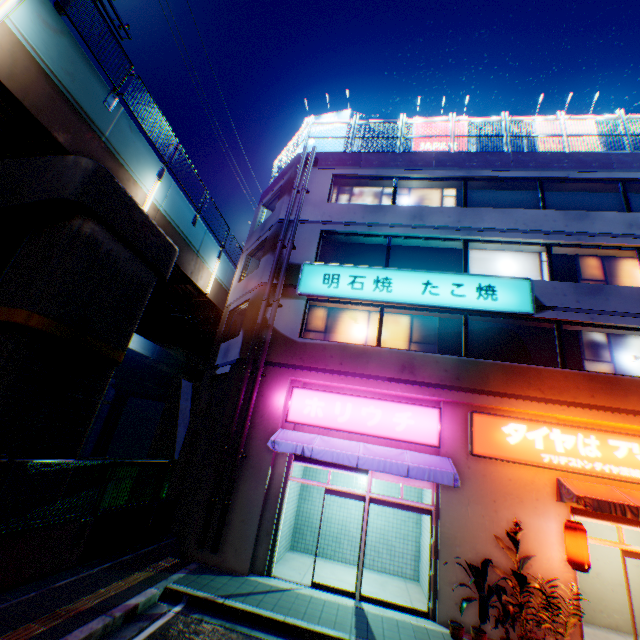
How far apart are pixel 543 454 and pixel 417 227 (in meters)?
8.32

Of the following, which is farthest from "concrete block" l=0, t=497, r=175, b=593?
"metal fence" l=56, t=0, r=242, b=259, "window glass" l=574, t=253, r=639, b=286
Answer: "window glass" l=574, t=253, r=639, b=286

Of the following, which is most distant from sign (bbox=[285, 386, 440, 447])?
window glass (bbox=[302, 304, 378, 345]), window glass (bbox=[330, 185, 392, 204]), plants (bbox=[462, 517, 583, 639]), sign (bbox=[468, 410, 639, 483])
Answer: window glass (bbox=[330, 185, 392, 204])

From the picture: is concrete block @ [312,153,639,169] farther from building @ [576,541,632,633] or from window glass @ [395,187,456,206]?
window glass @ [395,187,456,206]

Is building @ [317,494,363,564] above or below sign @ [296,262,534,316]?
below

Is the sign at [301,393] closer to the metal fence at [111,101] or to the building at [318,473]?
the building at [318,473]

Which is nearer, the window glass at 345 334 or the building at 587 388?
the building at 587 388

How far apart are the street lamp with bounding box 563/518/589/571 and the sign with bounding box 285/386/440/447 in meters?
3.1 m
